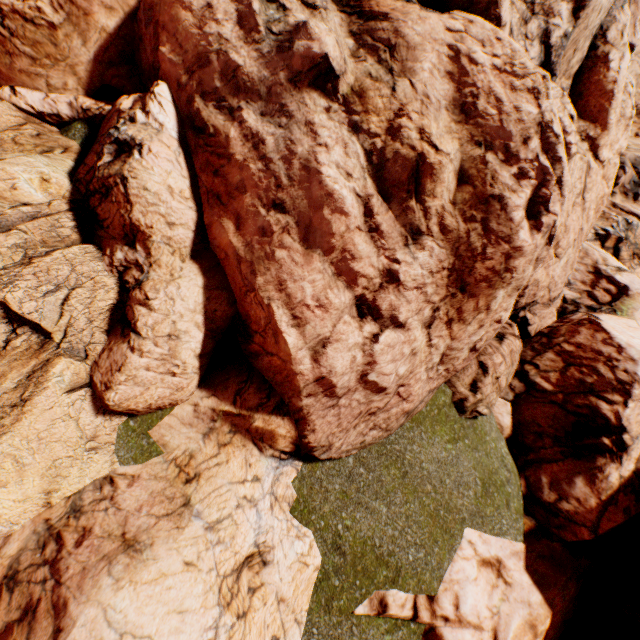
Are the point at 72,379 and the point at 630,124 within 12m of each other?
no
